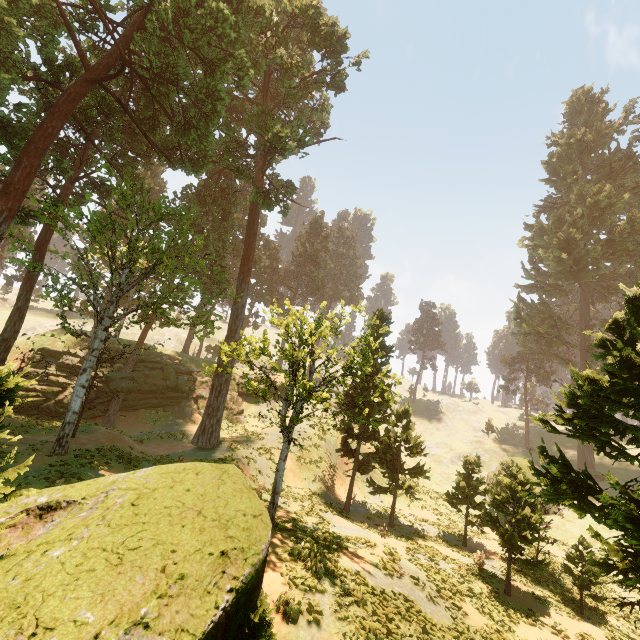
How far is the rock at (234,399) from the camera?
35.9m

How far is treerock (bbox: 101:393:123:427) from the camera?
29.14m

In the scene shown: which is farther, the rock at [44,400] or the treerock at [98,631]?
the rock at [44,400]

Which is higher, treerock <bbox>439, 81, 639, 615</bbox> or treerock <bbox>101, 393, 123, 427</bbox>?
treerock <bbox>439, 81, 639, 615</bbox>

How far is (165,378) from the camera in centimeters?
3275cm

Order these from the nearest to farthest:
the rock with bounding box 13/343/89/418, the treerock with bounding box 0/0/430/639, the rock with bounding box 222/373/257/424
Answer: the treerock with bounding box 0/0/430/639 < the rock with bounding box 13/343/89/418 < the rock with bounding box 222/373/257/424

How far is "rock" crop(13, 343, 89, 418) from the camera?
26.84m

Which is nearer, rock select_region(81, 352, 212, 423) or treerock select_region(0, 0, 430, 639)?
treerock select_region(0, 0, 430, 639)
